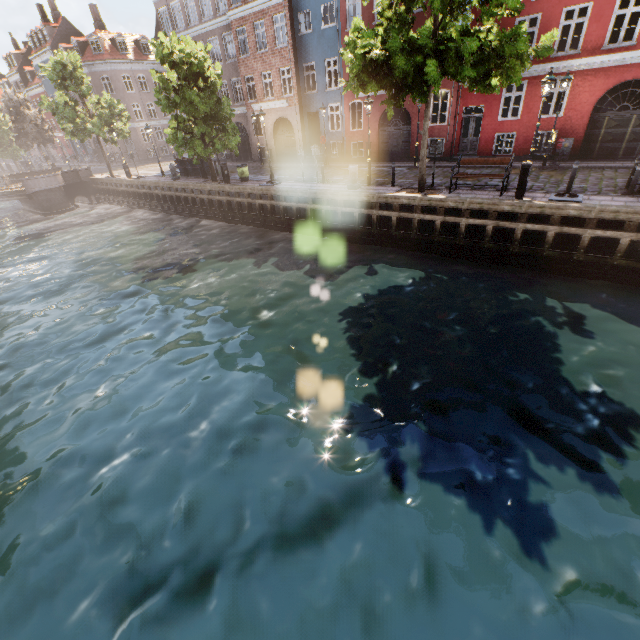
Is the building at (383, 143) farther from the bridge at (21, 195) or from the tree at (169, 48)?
the bridge at (21, 195)

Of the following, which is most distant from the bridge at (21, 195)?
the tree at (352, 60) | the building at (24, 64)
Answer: the building at (24, 64)

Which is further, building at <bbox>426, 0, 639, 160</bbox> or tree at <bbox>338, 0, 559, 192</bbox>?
building at <bbox>426, 0, 639, 160</bbox>

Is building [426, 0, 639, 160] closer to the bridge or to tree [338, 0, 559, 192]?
tree [338, 0, 559, 192]

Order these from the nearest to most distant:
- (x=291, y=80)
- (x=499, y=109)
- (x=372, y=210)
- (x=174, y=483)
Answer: (x=174, y=483) → (x=372, y=210) → (x=499, y=109) → (x=291, y=80)

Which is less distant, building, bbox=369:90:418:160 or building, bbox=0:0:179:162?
building, bbox=369:90:418:160

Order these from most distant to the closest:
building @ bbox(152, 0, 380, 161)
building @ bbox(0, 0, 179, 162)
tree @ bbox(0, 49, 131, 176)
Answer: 1. building @ bbox(0, 0, 179, 162)
2. tree @ bbox(0, 49, 131, 176)
3. building @ bbox(152, 0, 380, 161)
